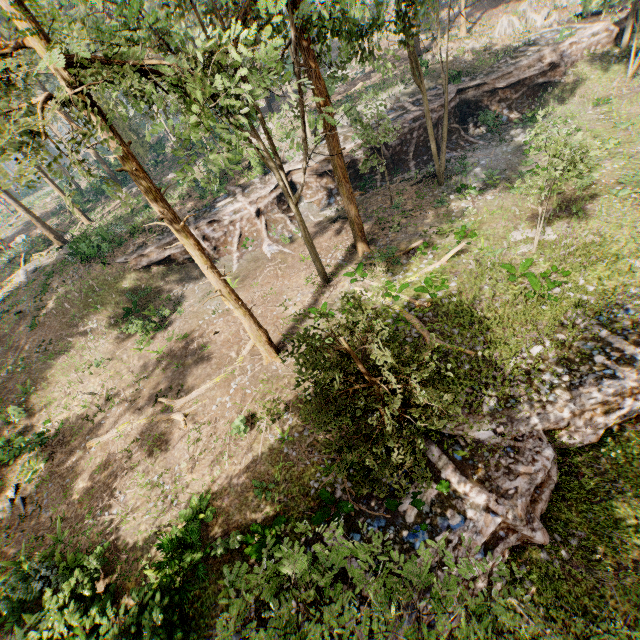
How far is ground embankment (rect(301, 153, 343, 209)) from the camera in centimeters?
2705cm

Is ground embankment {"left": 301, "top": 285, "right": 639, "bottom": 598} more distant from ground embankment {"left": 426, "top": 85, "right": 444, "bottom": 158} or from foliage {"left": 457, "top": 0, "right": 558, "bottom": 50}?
ground embankment {"left": 426, "top": 85, "right": 444, "bottom": 158}

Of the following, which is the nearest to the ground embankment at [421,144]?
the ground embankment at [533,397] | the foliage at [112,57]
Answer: the foliage at [112,57]

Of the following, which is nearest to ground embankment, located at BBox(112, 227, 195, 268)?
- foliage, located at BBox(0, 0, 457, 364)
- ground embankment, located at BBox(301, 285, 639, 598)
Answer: foliage, located at BBox(0, 0, 457, 364)

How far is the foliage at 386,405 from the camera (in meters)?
7.02

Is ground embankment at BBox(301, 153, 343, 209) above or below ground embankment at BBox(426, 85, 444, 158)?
below

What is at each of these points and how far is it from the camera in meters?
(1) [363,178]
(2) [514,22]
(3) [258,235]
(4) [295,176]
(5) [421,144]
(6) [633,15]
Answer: (1) ground embankment, 27.5
(2) foliage, 32.3
(3) ground embankment, 27.0
(4) ground embankment, 27.9
(5) ground embankment, 27.6
(6) foliage, 22.1
